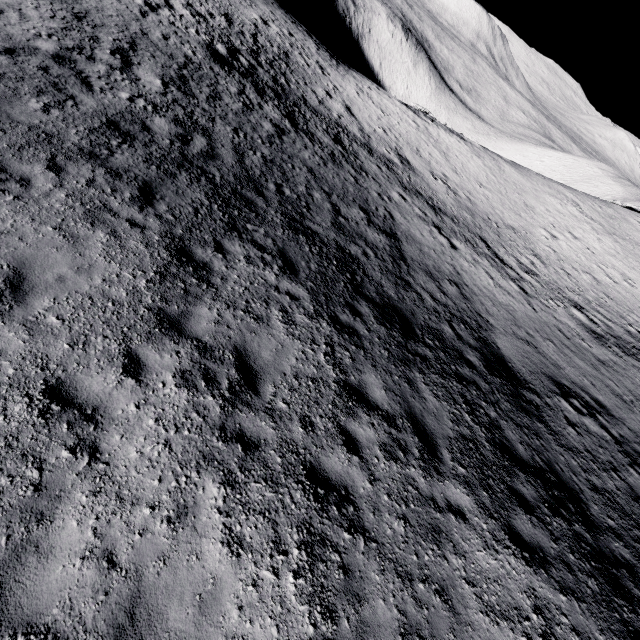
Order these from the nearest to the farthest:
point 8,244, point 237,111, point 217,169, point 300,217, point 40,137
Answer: point 8,244
point 40,137
point 217,169
point 300,217
point 237,111
